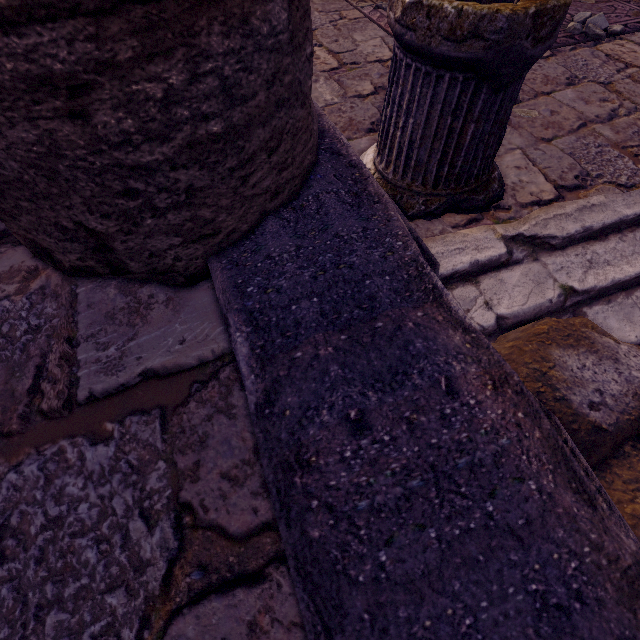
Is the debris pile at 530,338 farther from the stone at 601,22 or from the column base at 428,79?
the stone at 601,22

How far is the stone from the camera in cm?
304

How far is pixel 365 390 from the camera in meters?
0.7 m

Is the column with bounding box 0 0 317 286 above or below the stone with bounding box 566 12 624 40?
above

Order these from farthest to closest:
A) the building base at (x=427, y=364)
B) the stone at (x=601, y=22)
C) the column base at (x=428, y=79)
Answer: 1. the stone at (x=601, y=22)
2. the column base at (x=428, y=79)
3. the building base at (x=427, y=364)

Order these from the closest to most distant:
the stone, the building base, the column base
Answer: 1. the building base
2. the column base
3. the stone

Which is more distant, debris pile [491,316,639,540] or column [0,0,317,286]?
debris pile [491,316,639,540]

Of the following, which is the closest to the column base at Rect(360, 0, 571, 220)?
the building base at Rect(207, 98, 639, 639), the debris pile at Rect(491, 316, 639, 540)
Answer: the building base at Rect(207, 98, 639, 639)
